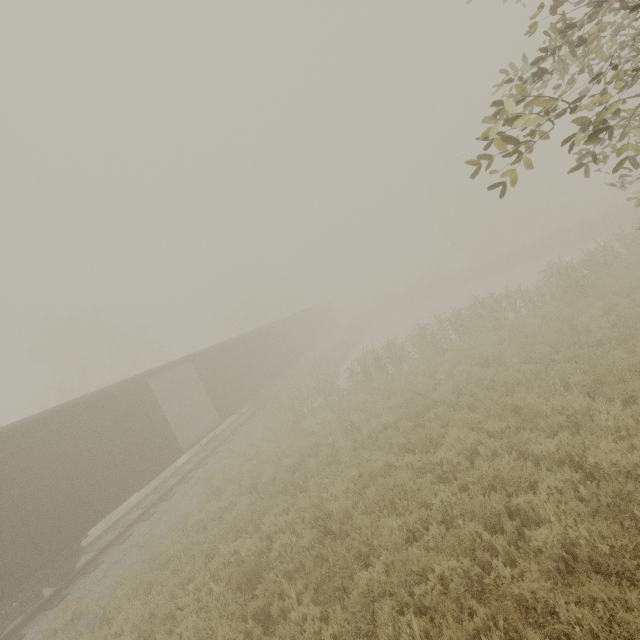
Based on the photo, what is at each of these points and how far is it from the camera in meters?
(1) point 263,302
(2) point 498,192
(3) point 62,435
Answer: (1) tree, 52.7 m
(2) tree, 51.2 m
(3) boxcar, 9.9 m

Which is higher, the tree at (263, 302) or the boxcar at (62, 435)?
the tree at (263, 302)

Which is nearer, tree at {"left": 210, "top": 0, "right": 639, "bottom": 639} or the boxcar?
tree at {"left": 210, "top": 0, "right": 639, "bottom": 639}

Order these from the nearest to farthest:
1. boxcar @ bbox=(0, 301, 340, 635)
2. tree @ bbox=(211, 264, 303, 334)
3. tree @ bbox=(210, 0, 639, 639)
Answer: tree @ bbox=(210, 0, 639, 639), boxcar @ bbox=(0, 301, 340, 635), tree @ bbox=(211, 264, 303, 334)

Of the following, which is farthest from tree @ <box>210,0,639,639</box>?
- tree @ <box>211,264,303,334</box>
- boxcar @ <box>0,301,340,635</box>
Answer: tree @ <box>211,264,303,334</box>

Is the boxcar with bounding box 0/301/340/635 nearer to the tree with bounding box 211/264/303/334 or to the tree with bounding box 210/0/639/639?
the tree with bounding box 210/0/639/639

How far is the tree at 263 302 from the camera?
42.2m

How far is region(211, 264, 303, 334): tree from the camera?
42.2 meters
